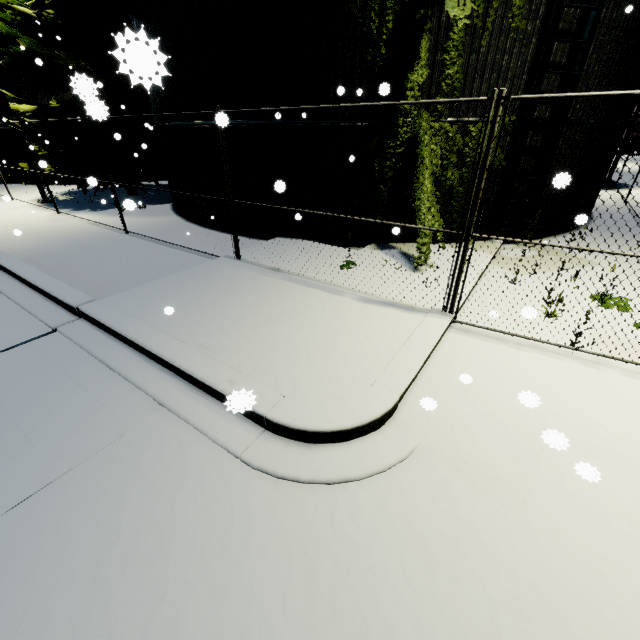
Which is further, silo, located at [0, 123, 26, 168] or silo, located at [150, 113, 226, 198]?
silo, located at [0, 123, 26, 168]

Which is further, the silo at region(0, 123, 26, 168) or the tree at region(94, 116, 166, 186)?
the silo at region(0, 123, 26, 168)

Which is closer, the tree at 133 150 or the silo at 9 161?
the tree at 133 150

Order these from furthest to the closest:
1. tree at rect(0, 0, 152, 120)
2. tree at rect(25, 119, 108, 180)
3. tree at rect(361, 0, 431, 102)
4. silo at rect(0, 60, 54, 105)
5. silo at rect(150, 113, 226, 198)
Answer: silo at rect(0, 60, 54, 105), tree at rect(25, 119, 108, 180), silo at rect(150, 113, 226, 198), tree at rect(361, 0, 431, 102), tree at rect(0, 0, 152, 120)

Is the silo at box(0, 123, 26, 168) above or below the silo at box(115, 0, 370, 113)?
below

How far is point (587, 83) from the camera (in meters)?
7.45

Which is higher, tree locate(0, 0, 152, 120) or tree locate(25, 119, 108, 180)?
tree locate(0, 0, 152, 120)

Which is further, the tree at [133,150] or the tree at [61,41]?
the tree at [133,150]
